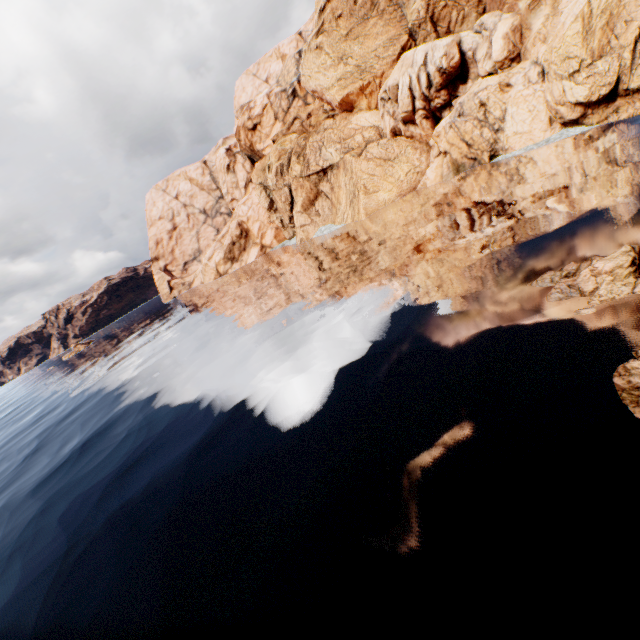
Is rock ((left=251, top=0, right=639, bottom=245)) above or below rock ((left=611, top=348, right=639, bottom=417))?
above

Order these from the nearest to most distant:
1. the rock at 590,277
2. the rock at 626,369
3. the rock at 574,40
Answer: the rock at 626,369
the rock at 590,277
the rock at 574,40

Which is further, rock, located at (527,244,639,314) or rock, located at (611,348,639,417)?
rock, located at (527,244,639,314)

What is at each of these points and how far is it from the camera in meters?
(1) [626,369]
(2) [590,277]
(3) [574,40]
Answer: (1) rock, 6.2
(2) rock, 9.1
(3) rock, 21.6

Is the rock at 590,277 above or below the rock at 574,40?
below

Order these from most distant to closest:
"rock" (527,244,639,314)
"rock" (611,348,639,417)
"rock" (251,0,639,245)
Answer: "rock" (251,0,639,245) → "rock" (527,244,639,314) → "rock" (611,348,639,417)
